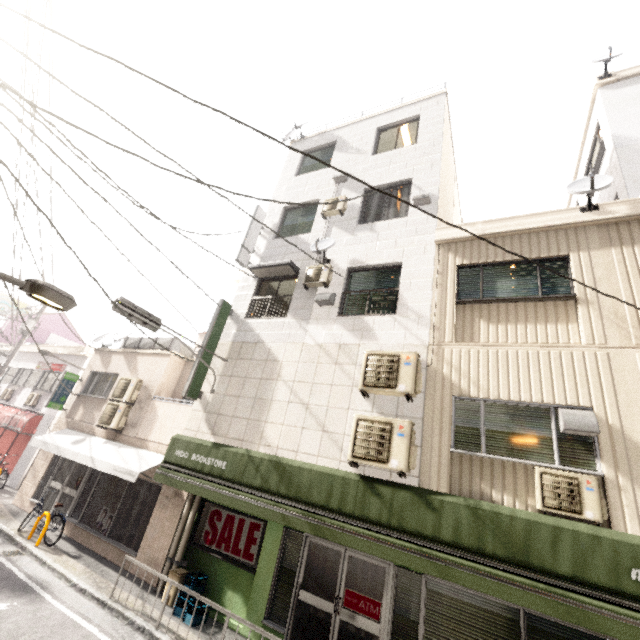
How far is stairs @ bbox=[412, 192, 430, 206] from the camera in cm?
829

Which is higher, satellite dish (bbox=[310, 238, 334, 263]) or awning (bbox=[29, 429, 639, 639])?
satellite dish (bbox=[310, 238, 334, 263])

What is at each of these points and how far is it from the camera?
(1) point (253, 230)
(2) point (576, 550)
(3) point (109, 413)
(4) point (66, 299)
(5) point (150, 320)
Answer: (1) sign, 10.66m
(2) awning, 4.20m
(3) air conditioner, 10.86m
(4) street light, 3.48m
(5) traffic light, 7.02m

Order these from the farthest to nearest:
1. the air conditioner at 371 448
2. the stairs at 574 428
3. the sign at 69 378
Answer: the sign at 69 378 → the air conditioner at 371 448 → the stairs at 574 428

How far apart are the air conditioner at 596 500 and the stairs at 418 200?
6.3m

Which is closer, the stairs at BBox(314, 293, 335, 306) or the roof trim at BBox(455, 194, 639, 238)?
the roof trim at BBox(455, 194, 639, 238)

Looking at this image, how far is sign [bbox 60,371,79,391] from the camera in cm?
1260

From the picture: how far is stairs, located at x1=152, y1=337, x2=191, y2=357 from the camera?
12.06m
